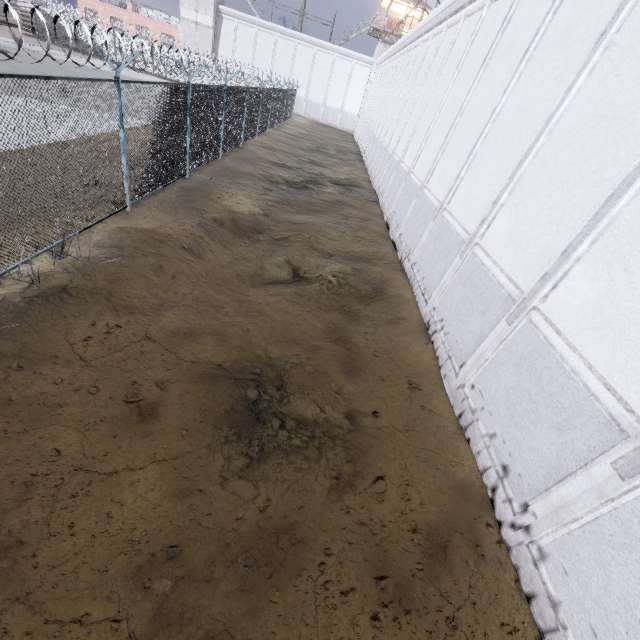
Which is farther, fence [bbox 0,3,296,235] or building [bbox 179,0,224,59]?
building [bbox 179,0,224,59]

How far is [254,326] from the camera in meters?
Answer: 6.2 m

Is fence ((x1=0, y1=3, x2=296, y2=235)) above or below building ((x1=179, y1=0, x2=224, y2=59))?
below

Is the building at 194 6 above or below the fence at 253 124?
above

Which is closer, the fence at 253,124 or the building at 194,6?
the fence at 253,124
